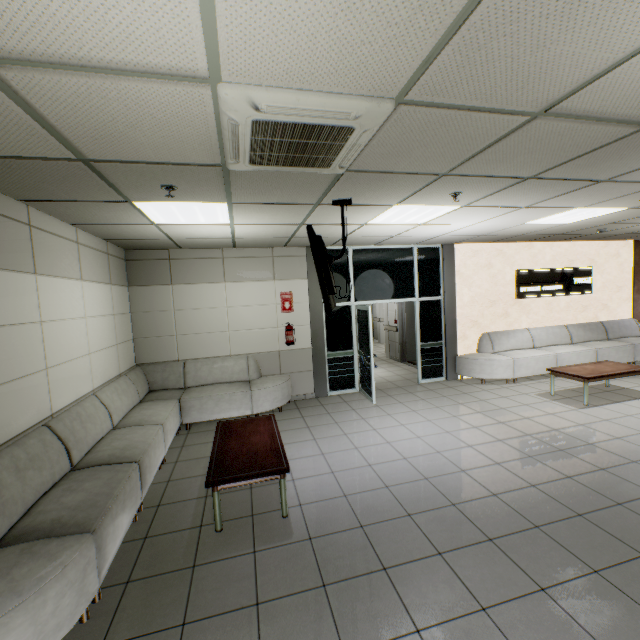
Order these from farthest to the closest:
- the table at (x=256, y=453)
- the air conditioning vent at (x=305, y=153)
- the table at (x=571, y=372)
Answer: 1. the table at (x=571, y=372)
2. the table at (x=256, y=453)
3. the air conditioning vent at (x=305, y=153)

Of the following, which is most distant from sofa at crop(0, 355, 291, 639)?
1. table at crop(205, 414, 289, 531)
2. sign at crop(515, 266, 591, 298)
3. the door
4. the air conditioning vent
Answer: sign at crop(515, 266, 591, 298)

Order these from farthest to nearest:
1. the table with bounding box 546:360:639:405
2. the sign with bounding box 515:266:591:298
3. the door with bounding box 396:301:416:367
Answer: the door with bounding box 396:301:416:367 → the sign with bounding box 515:266:591:298 → the table with bounding box 546:360:639:405

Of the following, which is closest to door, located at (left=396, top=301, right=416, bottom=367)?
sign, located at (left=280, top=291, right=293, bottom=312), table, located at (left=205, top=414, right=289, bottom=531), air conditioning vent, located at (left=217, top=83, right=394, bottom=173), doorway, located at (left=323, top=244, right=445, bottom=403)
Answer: doorway, located at (left=323, top=244, right=445, bottom=403)

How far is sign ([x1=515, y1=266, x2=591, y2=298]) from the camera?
8.1 meters

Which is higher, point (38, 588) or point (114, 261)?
point (114, 261)

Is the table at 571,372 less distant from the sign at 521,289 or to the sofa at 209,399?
the sign at 521,289

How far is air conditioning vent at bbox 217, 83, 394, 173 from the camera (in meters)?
1.72
